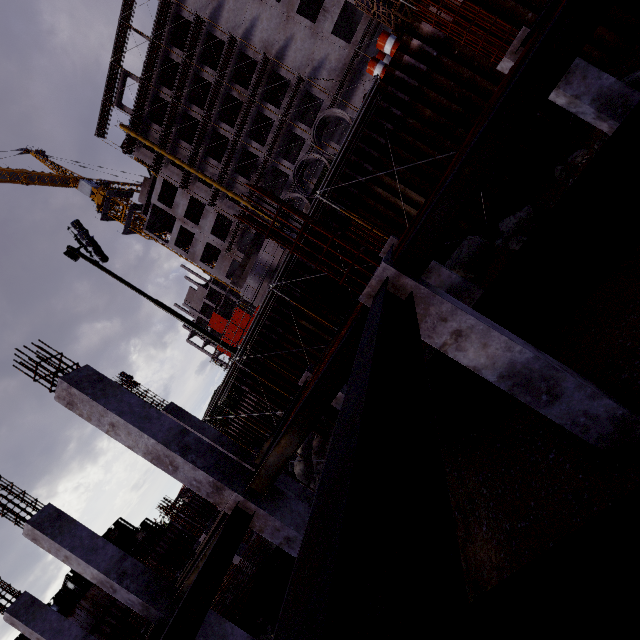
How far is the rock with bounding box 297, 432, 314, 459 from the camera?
18.9 meters

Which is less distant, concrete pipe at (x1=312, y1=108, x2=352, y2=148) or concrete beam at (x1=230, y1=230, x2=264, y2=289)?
concrete pipe at (x1=312, y1=108, x2=352, y2=148)

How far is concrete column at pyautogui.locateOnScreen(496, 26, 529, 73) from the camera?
6.84m

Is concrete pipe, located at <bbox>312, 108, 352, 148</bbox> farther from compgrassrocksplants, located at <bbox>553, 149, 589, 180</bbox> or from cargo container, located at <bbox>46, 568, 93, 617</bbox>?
cargo container, located at <bbox>46, 568, 93, 617</bbox>

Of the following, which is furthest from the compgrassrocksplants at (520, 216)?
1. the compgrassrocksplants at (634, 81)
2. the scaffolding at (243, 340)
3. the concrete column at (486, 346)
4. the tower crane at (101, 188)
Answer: the tower crane at (101, 188)

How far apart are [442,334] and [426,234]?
1.3m

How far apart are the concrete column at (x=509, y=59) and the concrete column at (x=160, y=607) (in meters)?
15.01

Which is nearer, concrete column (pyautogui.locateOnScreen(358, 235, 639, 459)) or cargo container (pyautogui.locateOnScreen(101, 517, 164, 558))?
concrete column (pyautogui.locateOnScreen(358, 235, 639, 459))
